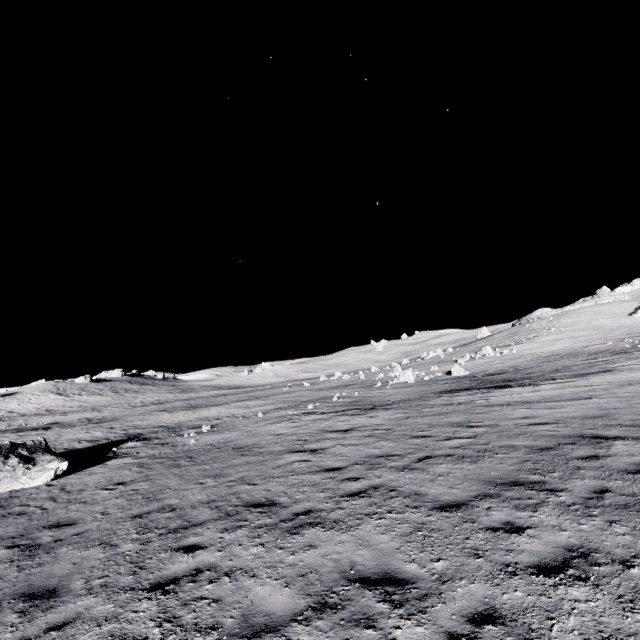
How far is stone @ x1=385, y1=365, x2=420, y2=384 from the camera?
37.2m

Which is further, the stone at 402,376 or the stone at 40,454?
the stone at 402,376

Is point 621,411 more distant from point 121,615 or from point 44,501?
point 44,501

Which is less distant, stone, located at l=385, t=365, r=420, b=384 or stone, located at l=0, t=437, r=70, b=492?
stone, located at l=0, t=437, r=70, b=492

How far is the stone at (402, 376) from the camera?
37.2 meters
